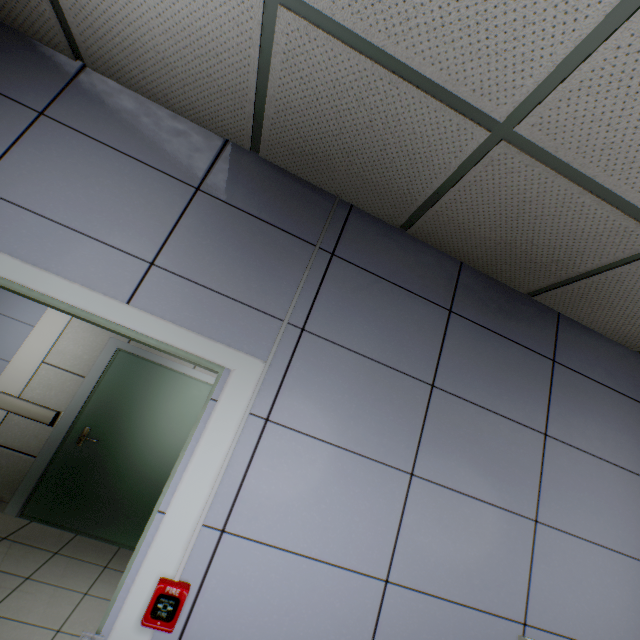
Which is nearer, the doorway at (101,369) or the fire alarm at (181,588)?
the fire alarm at (181,588)

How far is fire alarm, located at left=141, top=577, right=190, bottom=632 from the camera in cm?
121

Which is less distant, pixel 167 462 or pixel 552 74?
pixel 552 74

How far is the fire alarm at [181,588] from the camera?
1.2 meters

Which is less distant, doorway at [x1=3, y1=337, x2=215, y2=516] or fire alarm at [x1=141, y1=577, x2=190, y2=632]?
fire alarm at [x1=141, y1=577, x2=190, y2=632]
